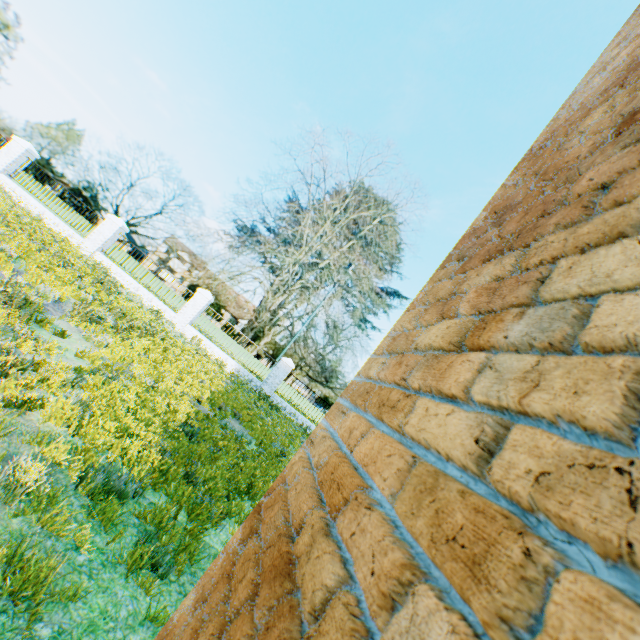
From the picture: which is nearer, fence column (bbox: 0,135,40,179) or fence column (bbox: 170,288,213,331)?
fence column (bbox: 0,135,40,179)

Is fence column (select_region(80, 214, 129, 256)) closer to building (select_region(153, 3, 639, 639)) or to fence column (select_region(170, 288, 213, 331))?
fence column (select_region(170, 288, 213, 331))

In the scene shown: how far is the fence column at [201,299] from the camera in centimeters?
1611cm

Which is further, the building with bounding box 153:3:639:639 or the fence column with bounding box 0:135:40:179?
the fence column with bounding box 0:135:40:179

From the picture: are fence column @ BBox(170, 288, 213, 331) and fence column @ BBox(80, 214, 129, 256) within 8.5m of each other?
yes

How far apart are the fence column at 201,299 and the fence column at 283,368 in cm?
470

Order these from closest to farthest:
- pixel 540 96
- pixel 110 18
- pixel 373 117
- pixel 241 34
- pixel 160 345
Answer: pixel 160 345 → pixel 110 18 → pixel 241 34 → pixel 540 96 → pixel 373 117

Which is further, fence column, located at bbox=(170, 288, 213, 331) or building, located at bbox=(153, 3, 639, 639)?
fence column, located at bbox=(170, 288, 213, 331)
